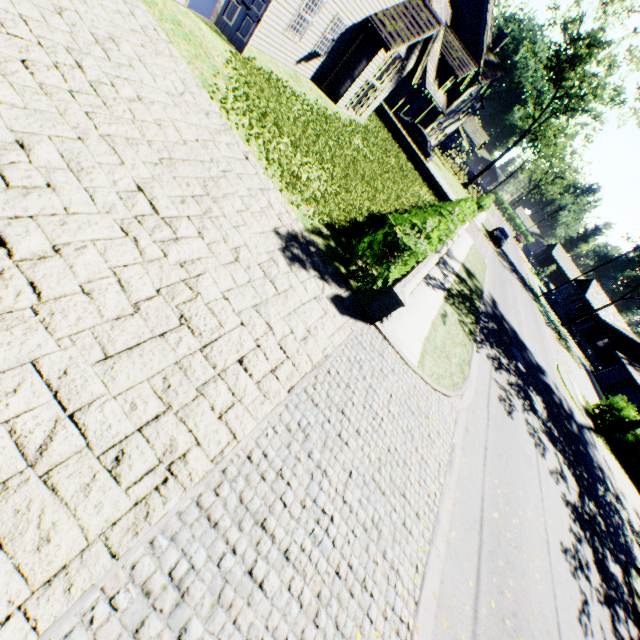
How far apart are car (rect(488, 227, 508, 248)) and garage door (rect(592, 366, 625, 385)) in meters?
20.9 m

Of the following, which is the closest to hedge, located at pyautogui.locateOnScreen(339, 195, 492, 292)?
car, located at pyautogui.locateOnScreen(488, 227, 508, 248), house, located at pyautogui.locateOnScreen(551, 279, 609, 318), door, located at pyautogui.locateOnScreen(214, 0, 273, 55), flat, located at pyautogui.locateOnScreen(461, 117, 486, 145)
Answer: door, located at pyautogui.locateOnScreen(214, 0, 273, 55)

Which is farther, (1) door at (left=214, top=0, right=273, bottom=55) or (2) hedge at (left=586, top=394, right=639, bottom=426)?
(2) hedge at (left=586, top=394, right=639, bottom=426)

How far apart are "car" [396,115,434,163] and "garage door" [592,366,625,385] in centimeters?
3443cm

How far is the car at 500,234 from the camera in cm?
3584

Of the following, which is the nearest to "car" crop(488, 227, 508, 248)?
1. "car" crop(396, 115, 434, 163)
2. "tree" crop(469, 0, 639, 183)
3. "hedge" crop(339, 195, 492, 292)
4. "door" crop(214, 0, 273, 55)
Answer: "tree" crop(469, 0, 639, 183)

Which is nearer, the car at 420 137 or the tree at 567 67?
the car at 420 137

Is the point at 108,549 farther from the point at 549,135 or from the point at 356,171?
the point at 549,135
